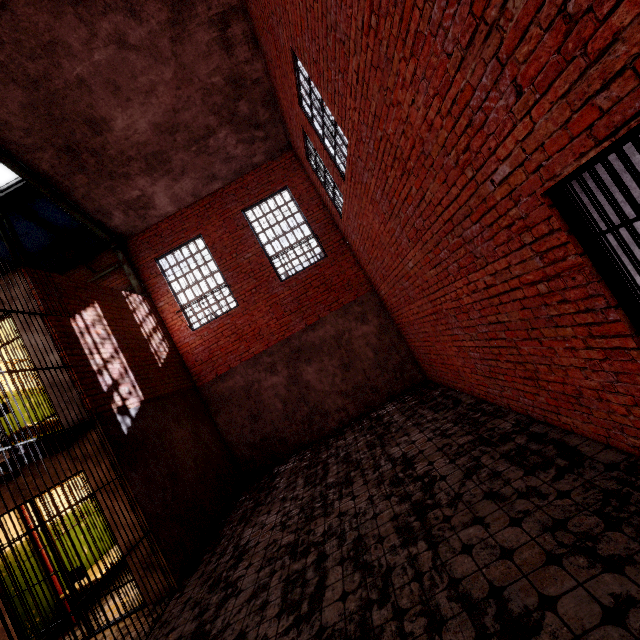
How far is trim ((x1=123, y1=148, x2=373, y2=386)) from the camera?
9.4 meters

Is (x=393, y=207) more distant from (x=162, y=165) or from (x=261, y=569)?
(x=162, y=165)

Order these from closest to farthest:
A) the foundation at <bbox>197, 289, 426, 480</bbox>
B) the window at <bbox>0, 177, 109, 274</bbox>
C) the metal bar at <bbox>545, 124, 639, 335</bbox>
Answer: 1. the metal bar at <bbox>545, 124, 639, 335</bbox>
2. the window at <bbox>0, 177, 109, 274</bbox>
3. the foundation at <bbox>197, 289, 426, 480</bbox>

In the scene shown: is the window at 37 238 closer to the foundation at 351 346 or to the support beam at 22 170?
the support beam at 22 170

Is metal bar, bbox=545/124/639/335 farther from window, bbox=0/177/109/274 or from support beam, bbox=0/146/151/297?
window, bbox=0/177/109/274

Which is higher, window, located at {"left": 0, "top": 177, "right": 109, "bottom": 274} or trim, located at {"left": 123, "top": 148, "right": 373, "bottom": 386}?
window, located at {"left": 0, "top": 177, "right": 109, "bottom": 274}

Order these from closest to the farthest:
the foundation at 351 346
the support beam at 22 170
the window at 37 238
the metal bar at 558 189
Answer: the metal bar at 558 189
the support beam at 22 170
the window at 37 238
the foundation at 351 346

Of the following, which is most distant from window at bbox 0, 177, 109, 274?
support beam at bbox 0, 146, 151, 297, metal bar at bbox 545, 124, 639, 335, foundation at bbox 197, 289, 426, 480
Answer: metal bar at bbox 545, 124, 639, 335
